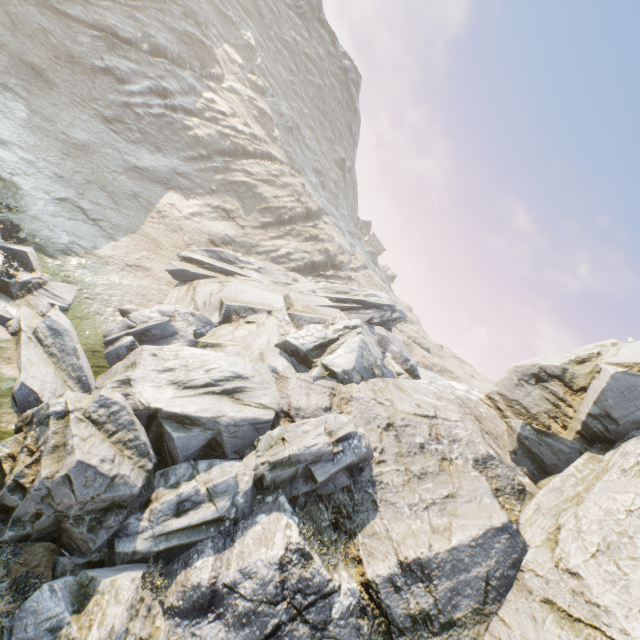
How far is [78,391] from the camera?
11.45m
